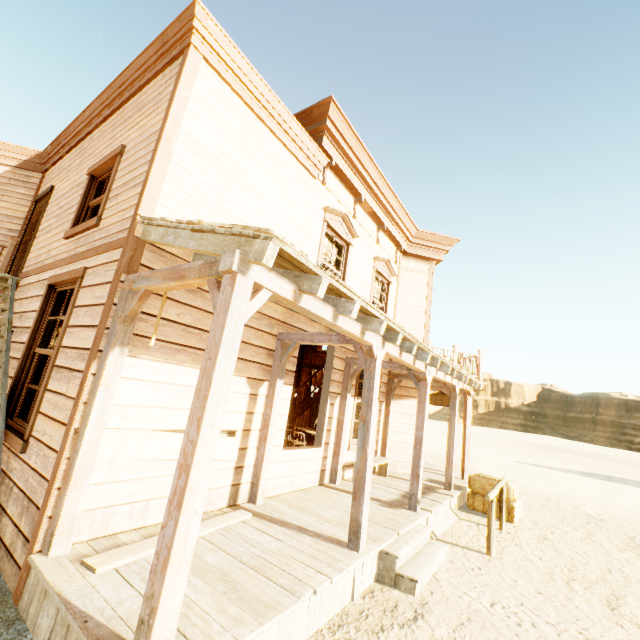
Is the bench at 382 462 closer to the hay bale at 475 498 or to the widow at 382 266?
the hay bale at 475 498

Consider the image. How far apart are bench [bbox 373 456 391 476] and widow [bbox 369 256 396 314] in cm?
320

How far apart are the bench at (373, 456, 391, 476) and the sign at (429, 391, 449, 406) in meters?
4.1

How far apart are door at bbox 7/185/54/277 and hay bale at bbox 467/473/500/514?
11.1 meters

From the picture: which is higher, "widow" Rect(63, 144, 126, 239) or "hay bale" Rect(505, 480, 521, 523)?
"widow" Rect(63, 144, 126, 239)

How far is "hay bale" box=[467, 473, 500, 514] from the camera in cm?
796

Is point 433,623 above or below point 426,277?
below

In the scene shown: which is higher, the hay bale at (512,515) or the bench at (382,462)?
the bench at (382,462)
